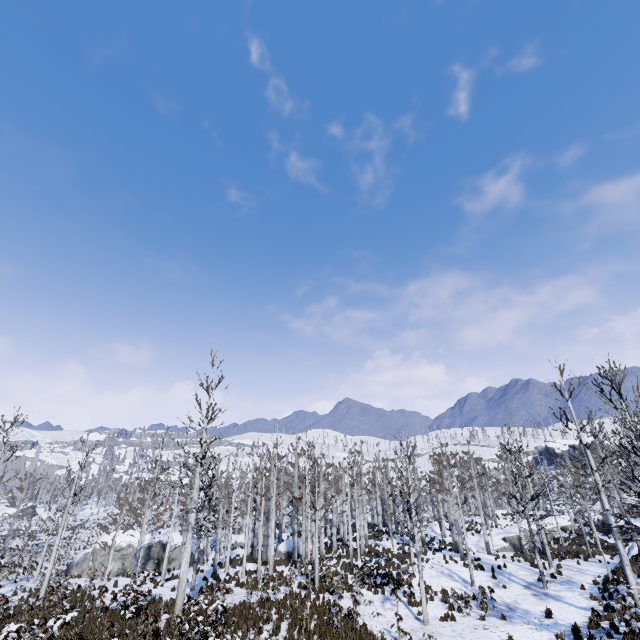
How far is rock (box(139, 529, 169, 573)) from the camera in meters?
29.4 m

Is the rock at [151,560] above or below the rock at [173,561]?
above

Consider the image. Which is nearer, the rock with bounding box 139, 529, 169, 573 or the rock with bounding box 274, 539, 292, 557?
the rock with bounding box 139, 529, 169, 573

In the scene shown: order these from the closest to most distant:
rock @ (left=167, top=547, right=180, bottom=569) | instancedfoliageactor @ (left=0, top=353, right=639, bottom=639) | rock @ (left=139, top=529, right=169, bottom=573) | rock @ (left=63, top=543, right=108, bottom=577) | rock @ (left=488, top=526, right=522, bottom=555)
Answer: instancedfoliageactor @ (left=0, top=353, right=639, bottom=639), rock @ (left=63, top=543, right=108, bottom=577), rock @ (left=139, top=529, right=169, bottom=573), rock @ (left=167, top=547, right=180, bottom=569), rock @ (left=488, top=526, right=522, bottom=555)

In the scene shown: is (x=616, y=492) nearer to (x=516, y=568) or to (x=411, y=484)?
(x=516, y=568)

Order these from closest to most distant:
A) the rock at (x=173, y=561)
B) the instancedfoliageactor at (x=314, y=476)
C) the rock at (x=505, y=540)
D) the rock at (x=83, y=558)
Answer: the instancedfoliageactor at (x=314, y=476) → the rock at (x=83, y=558) → the rock at (x=173, y=561) → the rock at (x=505, y=540)

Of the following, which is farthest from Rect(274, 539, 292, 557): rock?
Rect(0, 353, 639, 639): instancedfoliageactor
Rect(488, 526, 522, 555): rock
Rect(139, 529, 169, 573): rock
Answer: Rect(488, 526, 522, 555): rock

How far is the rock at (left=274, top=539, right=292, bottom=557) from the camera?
30.8 meters
